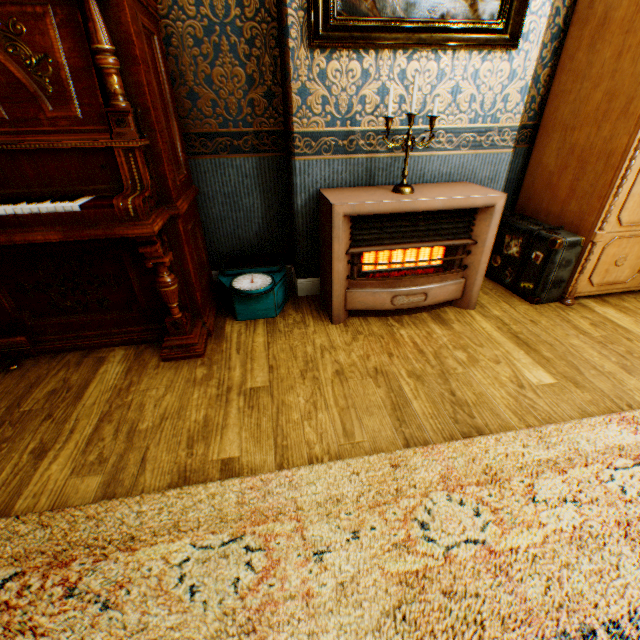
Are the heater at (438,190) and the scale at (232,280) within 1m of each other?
yes

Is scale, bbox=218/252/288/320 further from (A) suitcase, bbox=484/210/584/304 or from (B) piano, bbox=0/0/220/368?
(A) suitcase, bbox=484/210/584/304

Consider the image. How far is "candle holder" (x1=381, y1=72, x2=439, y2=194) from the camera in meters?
1.9

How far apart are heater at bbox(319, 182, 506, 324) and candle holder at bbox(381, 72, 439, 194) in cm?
2

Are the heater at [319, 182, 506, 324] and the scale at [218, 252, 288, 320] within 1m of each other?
yes

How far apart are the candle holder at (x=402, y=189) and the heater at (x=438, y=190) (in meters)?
0.02

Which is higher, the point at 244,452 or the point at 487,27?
the point at 487,27

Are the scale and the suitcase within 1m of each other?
no
